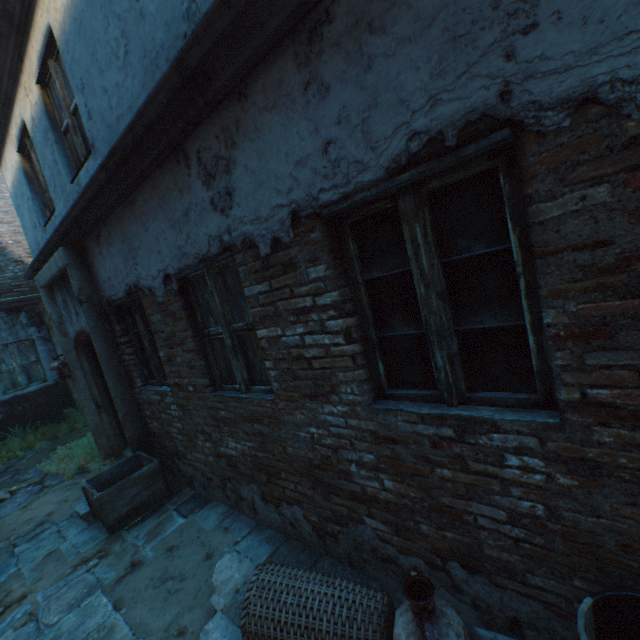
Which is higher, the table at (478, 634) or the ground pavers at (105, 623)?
the table at (478, 634)

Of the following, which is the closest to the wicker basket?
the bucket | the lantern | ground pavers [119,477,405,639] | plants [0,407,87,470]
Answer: ground pavers [119,477,405,639]

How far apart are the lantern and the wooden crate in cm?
245

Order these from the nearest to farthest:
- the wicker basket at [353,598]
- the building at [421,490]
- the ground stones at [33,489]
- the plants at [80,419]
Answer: the building at [421,490] < the wicker basket at [353,598] < the ground stones at [33,489] < the plants at [80,419]

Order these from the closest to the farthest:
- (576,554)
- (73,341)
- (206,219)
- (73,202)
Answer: (576,554) < (206,219) < (73,202) < (73,341)

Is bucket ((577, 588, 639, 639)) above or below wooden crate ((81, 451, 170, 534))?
above

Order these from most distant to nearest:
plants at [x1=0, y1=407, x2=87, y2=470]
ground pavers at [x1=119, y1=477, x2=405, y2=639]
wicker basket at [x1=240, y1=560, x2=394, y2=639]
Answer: plants at [x1=0, y1=407, x2=87, y2=470], ground pavers at [x1=119, y1=477, x2=405, y2=639], wicker basket at [x1=240, y1=560, x2=394, y2=639]

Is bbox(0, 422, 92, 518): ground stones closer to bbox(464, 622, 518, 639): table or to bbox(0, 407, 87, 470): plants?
bbox(0, 407, 87, 470): plants
